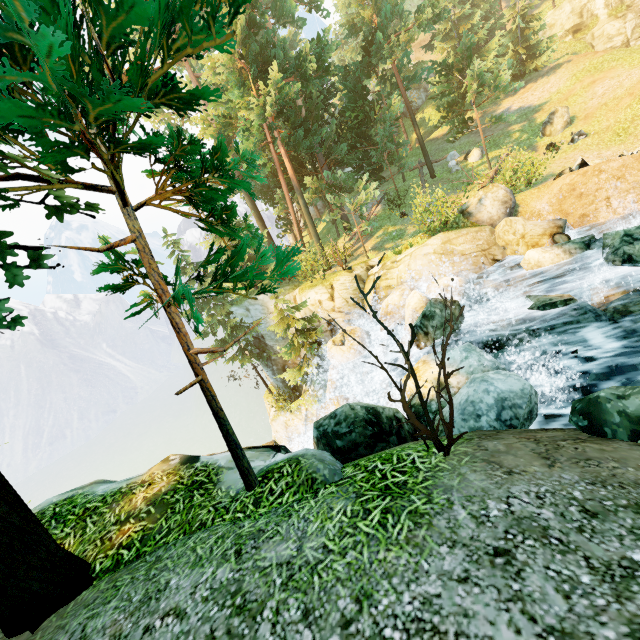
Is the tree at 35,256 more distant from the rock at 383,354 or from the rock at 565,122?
the rock at 383,354

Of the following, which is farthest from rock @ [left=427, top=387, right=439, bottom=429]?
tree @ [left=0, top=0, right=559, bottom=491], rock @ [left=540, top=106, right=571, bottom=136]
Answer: rock @ [left=540, top=106, right=571, bottom=136]

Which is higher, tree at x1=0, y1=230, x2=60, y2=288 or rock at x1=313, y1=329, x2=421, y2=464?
tree at x1=0, y1=230, x2=60, y2=288

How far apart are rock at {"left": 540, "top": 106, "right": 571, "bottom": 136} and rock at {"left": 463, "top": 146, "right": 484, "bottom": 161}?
3.3 meters

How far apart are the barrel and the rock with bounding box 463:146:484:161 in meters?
14.3 m

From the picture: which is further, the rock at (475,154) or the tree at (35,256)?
the rock at (475,154)

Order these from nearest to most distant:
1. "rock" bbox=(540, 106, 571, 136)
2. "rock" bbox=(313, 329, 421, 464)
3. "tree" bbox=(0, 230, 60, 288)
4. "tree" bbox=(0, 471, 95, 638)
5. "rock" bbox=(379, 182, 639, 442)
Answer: "tree" bbox=(0, 230, 60, 288), "tree" bbox=(0, 471, 95, 638), "rock" bbox=(379, 182, 639, 442), "rock" bbox=(313, 329, 421, 464), "rock" bbox=(540, 106, 571, 136)

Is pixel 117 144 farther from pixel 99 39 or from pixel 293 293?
pixel 293 293
